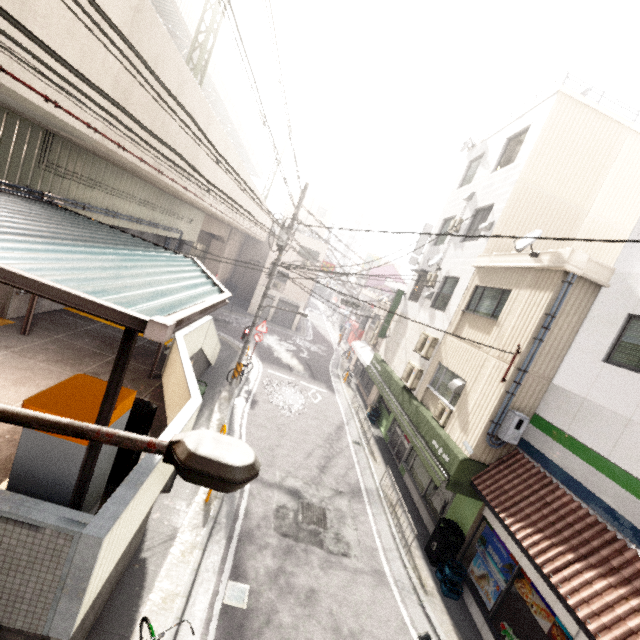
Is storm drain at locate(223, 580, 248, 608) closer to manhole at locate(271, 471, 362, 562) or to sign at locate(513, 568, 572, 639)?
manhole at locate(271, 471, 362, 562)

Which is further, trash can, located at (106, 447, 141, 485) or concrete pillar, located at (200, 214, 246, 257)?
concrete pillar, located at (200, 214, 246, 257)

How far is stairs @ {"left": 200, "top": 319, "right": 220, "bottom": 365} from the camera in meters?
12.0

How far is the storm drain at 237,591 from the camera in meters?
6.2 m

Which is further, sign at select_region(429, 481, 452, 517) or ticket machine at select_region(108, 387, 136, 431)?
sign at select_region(429, 481, 452, 517)

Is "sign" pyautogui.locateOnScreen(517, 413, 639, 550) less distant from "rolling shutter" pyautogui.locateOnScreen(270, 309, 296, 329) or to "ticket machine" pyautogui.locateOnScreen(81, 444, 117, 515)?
"ticket machine" pyautogui.locateOnScreen(81, 444, 117, 515)

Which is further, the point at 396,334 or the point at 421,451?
the point at 396,334

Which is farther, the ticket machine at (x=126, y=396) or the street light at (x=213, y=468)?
the ticket machine at (x=126, y=396)
